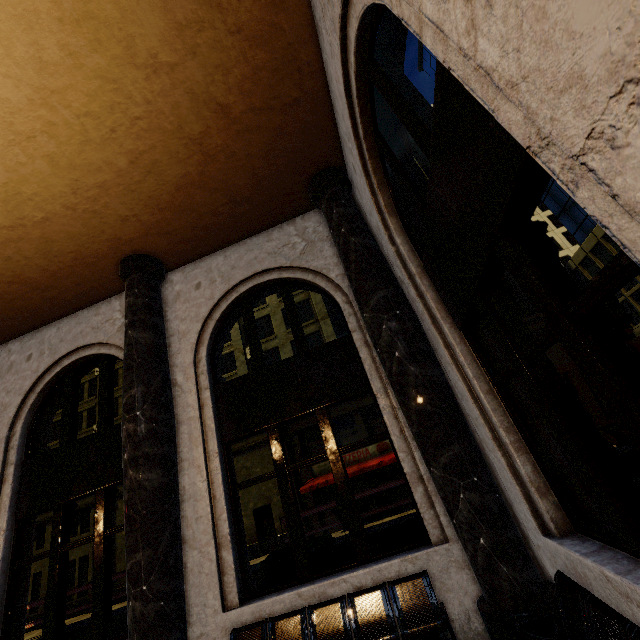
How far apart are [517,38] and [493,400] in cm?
311

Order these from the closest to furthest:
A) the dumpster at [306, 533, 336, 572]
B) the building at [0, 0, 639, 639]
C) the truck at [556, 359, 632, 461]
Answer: the building at [0, 0, 639, 639], the dumpster at [306, 533, 336, 572], the truck at [556, 359, 632, 461]

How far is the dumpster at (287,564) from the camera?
6.2m

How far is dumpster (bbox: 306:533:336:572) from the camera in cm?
613

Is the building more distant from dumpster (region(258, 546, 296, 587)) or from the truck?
the truck

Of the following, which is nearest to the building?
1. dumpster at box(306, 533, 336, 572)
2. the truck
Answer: dumpster at box(306, 533, 336, 572)
